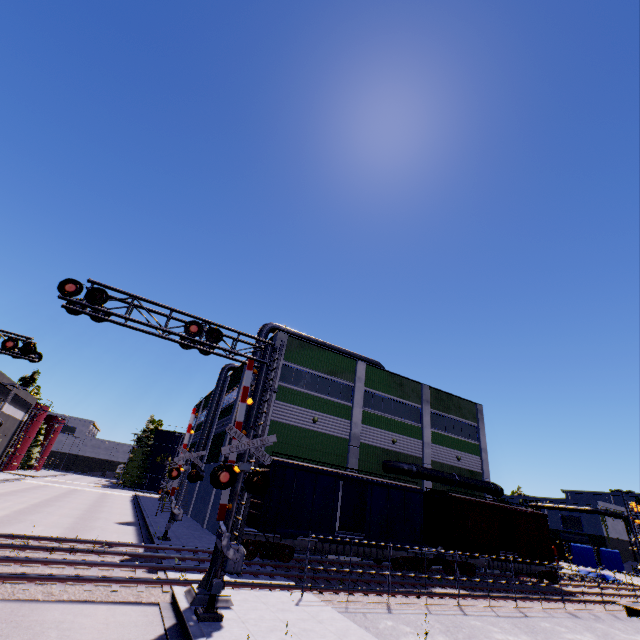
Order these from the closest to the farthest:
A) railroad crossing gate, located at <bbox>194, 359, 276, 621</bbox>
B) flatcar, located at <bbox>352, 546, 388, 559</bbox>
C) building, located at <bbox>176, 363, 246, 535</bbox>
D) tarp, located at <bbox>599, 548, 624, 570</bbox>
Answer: railroad crossing gate, located at <bbox>194, 359, 276, 621</bbox> → flatcar, located at <bbox>352, 546, 388, 559</bbox> → building, located at <bbox>176, 363, 246, 535</bbox> → tarp, located at <bbox>599, 548, 624, 570</bbox>

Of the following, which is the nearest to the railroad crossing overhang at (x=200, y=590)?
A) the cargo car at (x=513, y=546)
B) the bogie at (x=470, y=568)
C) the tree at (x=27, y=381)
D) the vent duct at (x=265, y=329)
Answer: the cargo car at (x=513, y=546)

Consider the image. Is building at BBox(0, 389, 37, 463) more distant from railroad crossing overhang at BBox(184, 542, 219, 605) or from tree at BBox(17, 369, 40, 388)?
Answer: tree at BBox(17, 369, 40, 388)

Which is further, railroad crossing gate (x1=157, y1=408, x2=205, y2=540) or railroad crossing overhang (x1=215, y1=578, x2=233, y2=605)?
railroad crossing gate (x1=157, y1=408, x2=205, y2=540)

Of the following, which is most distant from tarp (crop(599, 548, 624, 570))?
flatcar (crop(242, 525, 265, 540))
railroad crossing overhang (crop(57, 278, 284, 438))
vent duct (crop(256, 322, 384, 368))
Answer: railroad crossing overhang (crop(57, 278, 284, 438))

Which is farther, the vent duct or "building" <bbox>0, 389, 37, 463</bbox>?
"building" <bbox>0, 389, 37, 463</bbox>

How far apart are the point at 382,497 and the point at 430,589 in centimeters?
487cm

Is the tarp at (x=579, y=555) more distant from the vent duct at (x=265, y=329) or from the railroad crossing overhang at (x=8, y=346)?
the railroad crossing overhang at (x=8, y=346)
